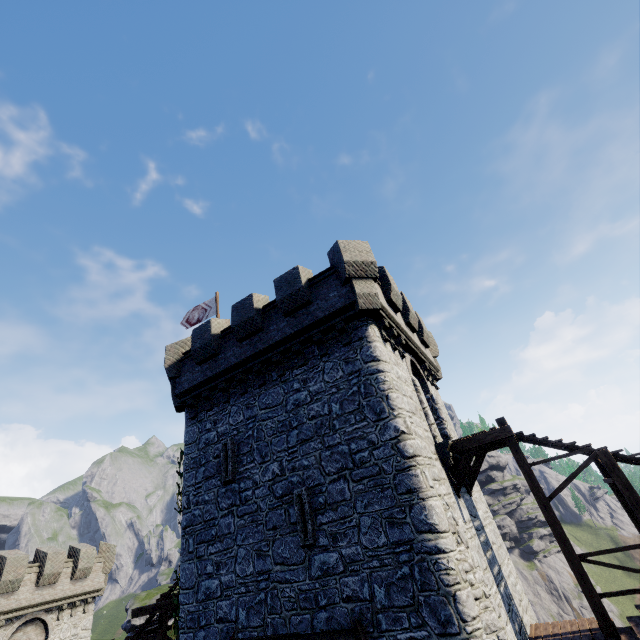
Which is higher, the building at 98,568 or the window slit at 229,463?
the window slit at 229,463

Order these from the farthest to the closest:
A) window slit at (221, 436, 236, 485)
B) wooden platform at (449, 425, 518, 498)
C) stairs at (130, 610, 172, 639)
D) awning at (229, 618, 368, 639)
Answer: stairs at (130, 610, 172, 639) → window slit at (221, 436, 236, 485) → wooden platform at (449, 425, 518, 498) → awning at (229, 618, 368, 639)

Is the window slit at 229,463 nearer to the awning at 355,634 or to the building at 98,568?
the awning at 355,634

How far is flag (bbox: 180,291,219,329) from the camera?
19.0m

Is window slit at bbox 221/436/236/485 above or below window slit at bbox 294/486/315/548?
above

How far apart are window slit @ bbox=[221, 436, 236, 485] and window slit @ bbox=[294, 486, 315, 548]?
2.56m

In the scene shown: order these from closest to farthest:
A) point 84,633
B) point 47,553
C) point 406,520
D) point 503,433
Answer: point 406,520, point 503,433, point 47,553, point 84,633

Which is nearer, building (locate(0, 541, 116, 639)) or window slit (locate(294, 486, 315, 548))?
window slit (locate(294, 486, 315, 548))
